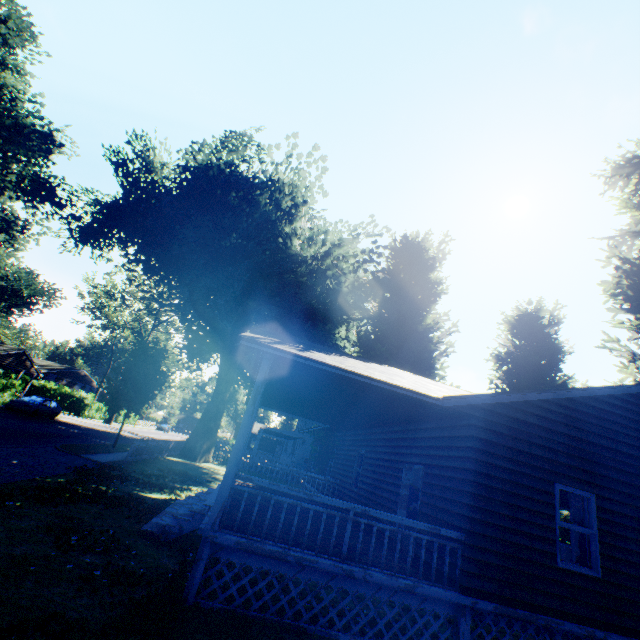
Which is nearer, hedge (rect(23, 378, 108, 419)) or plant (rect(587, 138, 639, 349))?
plant (rect(587, 138, 639, 349))

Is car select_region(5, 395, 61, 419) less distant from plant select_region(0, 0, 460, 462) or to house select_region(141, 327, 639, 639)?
plant select_region(0, 0, 460, 462)

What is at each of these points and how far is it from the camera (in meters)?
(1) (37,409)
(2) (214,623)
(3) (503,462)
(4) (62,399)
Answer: (1) car, 26.58
(2) plant, 4.92
(3) house, 7.18
(4) hedge, 43.31

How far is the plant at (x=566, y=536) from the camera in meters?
17.0 m

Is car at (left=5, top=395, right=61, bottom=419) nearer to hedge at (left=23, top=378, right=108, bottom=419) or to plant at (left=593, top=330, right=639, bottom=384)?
hedge at (left=23, top=378, right=108, bottom=419)

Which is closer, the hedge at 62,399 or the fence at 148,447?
the fence at 148,447

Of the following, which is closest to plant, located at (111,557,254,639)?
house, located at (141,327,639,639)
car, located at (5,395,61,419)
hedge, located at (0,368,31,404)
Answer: house, located at (141,327,639,639)

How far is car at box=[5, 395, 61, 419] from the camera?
25.48m
